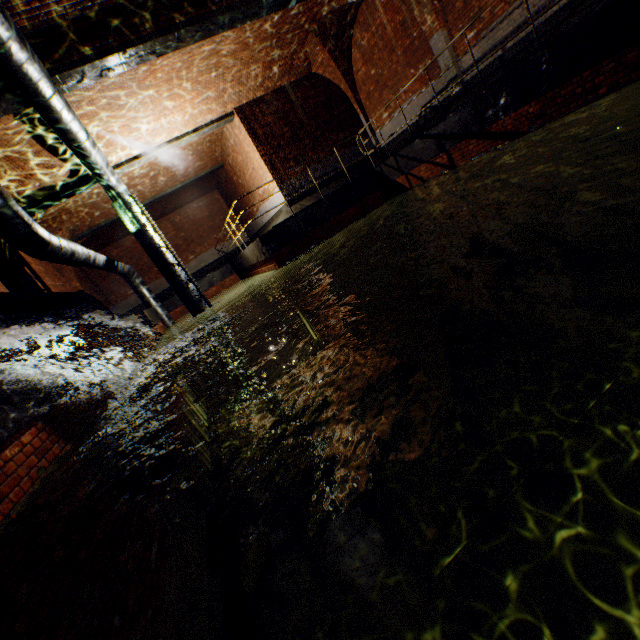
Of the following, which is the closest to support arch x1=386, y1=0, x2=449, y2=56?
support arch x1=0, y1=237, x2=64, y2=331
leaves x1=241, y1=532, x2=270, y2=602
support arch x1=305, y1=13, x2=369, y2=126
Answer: support arch x1=305, y1=13, x2=369, y2=126

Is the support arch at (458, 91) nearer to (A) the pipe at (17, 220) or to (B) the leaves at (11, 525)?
(A) the pipe at (17, 220)

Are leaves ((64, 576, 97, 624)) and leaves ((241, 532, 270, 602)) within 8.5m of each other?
yes

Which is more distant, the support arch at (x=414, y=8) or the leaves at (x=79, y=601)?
the support arch at (x=414, y=8)

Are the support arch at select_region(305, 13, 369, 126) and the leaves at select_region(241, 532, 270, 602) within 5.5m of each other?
no

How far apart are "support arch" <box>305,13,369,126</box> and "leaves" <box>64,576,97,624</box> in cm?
1411

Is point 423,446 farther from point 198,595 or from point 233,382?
point 233,382

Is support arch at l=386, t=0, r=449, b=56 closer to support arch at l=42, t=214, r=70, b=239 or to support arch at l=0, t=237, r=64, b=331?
support arch at l=0, t=237, r=64, b=331
